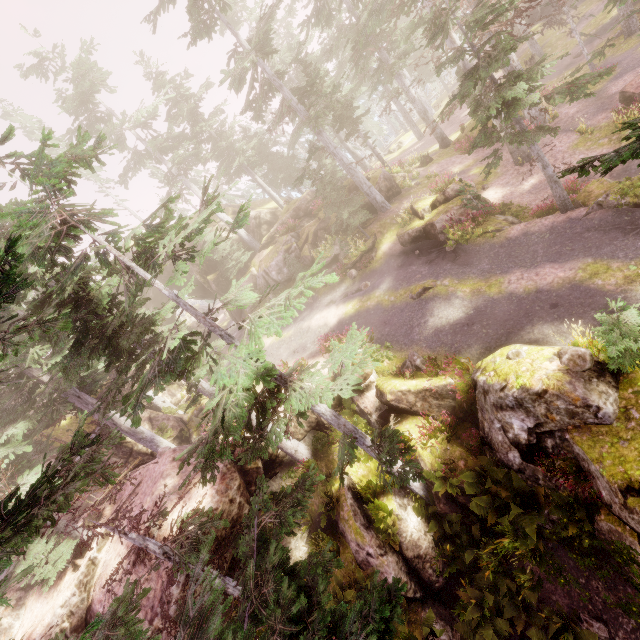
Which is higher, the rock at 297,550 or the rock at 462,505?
the rock at 297,550

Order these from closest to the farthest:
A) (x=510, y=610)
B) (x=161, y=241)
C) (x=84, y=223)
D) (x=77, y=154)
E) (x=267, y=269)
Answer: (x=84, y=223)
(x=77, y=154)
(x=161, y=241)
(x=510, y=610)
(x=267, y=269)

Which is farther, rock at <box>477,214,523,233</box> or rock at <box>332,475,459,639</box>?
rock at <box>477,214,523,233</box>

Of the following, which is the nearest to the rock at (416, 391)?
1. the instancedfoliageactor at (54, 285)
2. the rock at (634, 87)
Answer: the instancedfoliageactor at (54, 285)

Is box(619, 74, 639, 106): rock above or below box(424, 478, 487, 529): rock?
above

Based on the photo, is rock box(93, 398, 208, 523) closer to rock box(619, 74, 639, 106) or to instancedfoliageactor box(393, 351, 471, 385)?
instancedfoliageactor box(393, 351, 471, 385)
